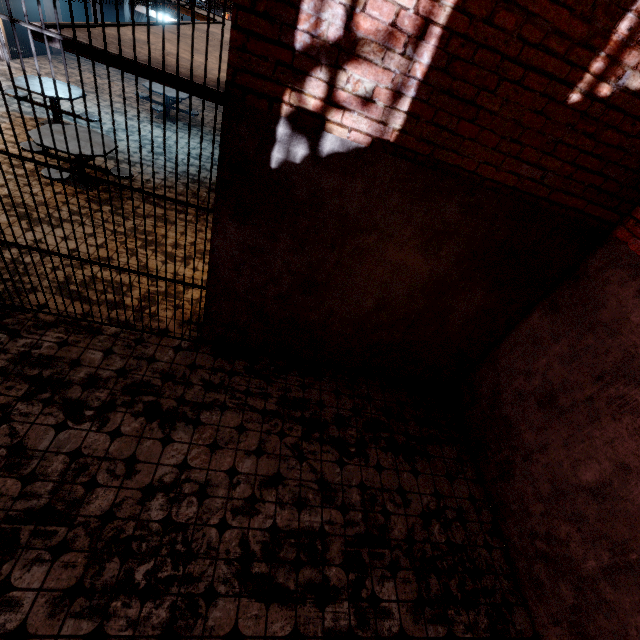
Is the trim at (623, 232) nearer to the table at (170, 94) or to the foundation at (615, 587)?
the foundation at (615, 587)

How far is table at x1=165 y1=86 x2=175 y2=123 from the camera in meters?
9.5 m

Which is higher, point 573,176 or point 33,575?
point 573,176

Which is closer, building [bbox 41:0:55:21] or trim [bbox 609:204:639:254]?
trim [bbox 609:204:639:254]

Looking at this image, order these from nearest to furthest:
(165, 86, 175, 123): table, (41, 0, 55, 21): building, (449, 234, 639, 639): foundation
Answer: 1. (449, 234, 639, 639): foundation
2. (165, 86, 175, 123): table
3. (41, 0, 55, 21): building

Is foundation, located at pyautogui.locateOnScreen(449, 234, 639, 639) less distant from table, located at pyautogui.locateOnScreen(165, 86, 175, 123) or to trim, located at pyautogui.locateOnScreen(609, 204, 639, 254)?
trim, located at pyautogui.locateOnScreen(609, 204, 639, 254)

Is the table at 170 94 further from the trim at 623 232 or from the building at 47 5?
the trim at 623 232

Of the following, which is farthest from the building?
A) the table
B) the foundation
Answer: the foundation
